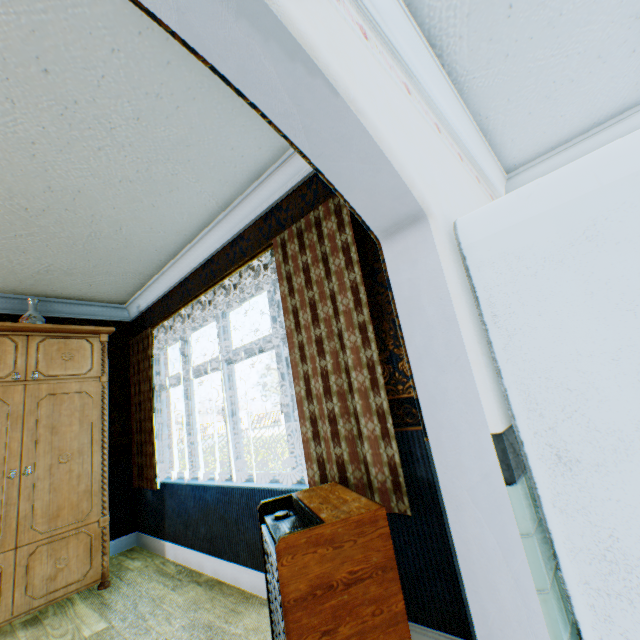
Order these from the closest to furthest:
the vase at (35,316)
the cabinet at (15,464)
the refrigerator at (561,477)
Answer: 1. the refrigerator at (561,477)
2. the cabinet at (15,464)
3. the vase at (35,316)

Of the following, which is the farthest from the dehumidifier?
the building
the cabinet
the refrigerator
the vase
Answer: the vase

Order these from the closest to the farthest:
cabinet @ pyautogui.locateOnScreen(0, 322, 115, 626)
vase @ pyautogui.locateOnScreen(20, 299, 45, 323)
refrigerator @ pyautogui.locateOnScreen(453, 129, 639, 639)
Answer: refrigerator @ pyautogui.locateOnScreen(453, 129, 639, 639)
cabinet @ pyautogui.locateOnScreen(0, 322, 115, 626)
vase @ pyautogui.locateOnScreen(20, 299, 45, 323)

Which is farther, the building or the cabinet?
the cabinet

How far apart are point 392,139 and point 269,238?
1.6m

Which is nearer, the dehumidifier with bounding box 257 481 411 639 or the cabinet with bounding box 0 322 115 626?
the dehumidifier with bounding box 257 481 411 639

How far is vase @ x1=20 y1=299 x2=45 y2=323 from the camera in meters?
3.4

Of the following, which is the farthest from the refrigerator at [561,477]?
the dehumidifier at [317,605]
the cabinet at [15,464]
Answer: the cabinet at [15,464]
